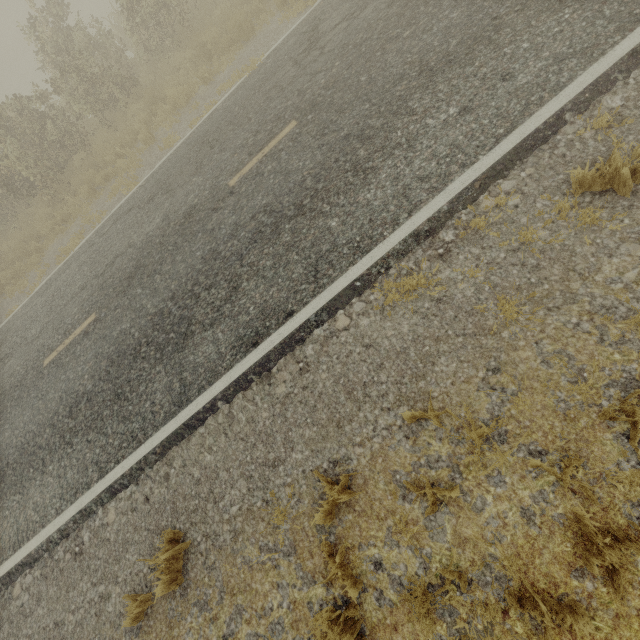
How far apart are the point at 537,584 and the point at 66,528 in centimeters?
653cm
